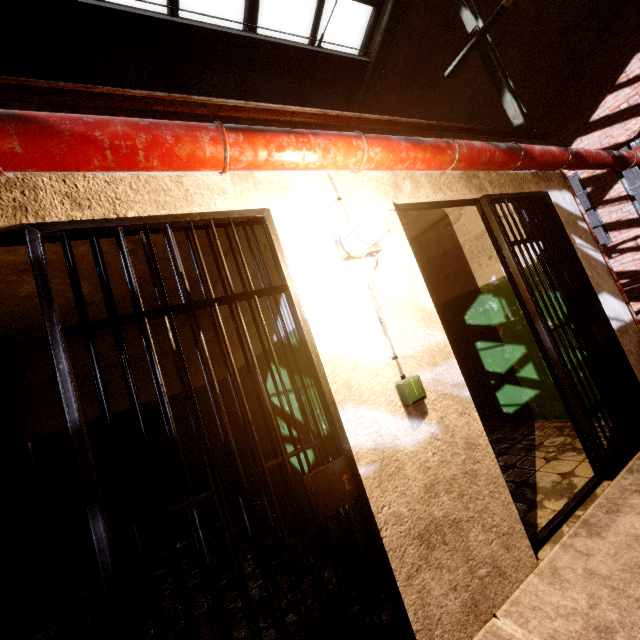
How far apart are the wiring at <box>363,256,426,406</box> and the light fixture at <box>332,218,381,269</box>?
0.1m

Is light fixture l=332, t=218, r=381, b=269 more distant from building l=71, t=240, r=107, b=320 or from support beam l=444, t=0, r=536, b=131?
support beam l=444, t=0, r=536, b=131

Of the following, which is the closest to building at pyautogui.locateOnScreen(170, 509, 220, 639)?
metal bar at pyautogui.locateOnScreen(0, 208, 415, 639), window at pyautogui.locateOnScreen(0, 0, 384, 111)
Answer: metal bar at pyautogui.locateOnScreen(0, 208, 415, 639)

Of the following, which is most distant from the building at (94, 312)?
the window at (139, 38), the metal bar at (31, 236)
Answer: the window at (139, 38)

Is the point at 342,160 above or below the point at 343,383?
above

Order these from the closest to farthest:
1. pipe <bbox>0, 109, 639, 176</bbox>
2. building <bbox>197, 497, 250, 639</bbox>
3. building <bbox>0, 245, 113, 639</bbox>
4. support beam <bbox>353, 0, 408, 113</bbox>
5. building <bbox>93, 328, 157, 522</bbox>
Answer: A: pipe <bbox>0, 109, 639, 176</bbox> < building <bbox>197, 497, 250, 639</bbox> < building <bbox>0, 245, 113, 639</bbox> < building <bbox>93, 328, 157, 522</bbox> < support beam <bbox>353, 0, 408, 113</bbox>

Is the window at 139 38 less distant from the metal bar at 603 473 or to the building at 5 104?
the building at 5 104

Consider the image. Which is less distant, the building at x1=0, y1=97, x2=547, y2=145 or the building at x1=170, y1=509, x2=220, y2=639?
the building at x1=0, y1=97, x2=547, y2=145
